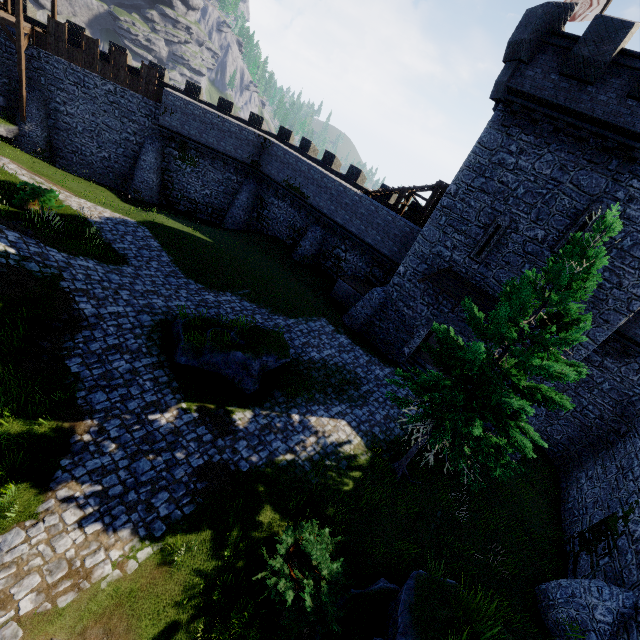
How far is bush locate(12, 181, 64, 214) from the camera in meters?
15.7 m

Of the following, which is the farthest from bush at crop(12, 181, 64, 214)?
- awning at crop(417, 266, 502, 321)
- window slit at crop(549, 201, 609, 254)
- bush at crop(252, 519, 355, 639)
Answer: window slit at crop(549, 201, 609, 254)

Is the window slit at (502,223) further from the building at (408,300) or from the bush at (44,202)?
the bush at (44,202)

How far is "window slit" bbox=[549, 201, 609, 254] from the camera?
13.35m

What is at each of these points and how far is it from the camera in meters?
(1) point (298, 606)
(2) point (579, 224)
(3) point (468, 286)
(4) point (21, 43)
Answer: (1) bush, 7.4 m
(2) window slit, 13.8 m
(3) awning, 16.9 m
(4) stairs, 21.8 m

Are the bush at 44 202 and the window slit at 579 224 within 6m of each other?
no

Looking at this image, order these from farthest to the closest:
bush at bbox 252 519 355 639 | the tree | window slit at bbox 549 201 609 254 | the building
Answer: window slit at bbox 549 201 609 254
the building
the tree
bush at bbox 252 519 355 639

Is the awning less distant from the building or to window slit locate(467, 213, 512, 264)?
the building
